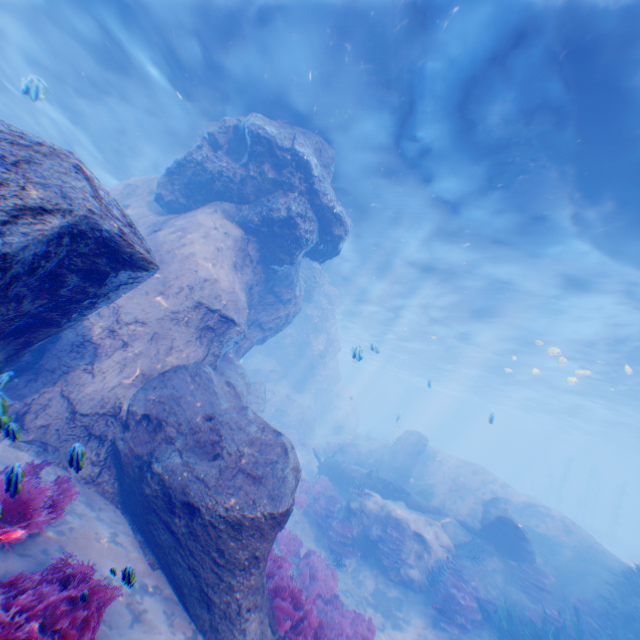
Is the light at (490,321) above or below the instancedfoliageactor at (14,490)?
above

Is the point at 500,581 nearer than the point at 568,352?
Yes

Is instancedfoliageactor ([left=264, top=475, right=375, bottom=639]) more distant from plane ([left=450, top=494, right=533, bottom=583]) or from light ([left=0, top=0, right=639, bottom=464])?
light ([left=0, top=0, right=639, bottom=464])

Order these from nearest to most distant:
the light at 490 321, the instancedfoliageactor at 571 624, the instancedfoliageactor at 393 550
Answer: the light at 490 321 → the instancedfoliageactor at 571 624 → the instancedfoliageactor at 393 550

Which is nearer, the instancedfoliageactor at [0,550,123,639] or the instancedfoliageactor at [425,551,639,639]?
the instancedfoliageactor at [0,550,123,639]

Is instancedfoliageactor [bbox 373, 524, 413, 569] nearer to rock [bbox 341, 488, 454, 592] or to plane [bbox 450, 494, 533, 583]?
rock [bbox 341, 488, 454, 592]

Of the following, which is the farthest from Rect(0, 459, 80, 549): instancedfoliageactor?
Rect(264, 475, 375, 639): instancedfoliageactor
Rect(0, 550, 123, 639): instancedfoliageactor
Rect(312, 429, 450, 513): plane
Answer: Rect(312, 429, 450, 513): plane

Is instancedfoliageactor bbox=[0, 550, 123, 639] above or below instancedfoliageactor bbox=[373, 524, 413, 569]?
above
